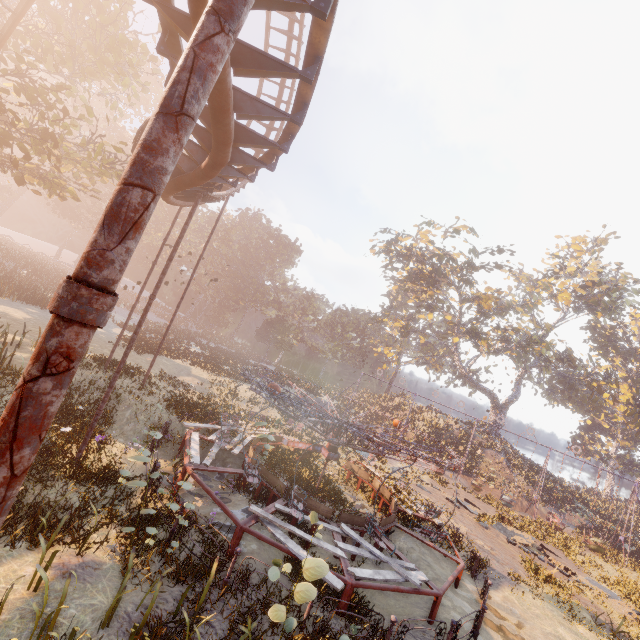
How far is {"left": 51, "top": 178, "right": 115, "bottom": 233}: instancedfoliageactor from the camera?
48.91m

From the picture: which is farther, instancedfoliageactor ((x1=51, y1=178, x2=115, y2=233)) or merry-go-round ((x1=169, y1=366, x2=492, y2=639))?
instancedfoliageactor ((x1=51, y1=178, x2=115, y2=233))

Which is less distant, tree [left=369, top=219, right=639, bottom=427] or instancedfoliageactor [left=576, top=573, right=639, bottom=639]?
instancedfoliageactor [left=576, top=573, right=639, bottom=639]

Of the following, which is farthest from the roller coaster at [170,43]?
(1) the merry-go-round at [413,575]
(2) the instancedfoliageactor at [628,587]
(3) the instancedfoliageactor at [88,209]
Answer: (2) the instancedfoliageactor at [628,587]

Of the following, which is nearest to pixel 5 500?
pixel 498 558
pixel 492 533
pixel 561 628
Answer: pixel 561 628

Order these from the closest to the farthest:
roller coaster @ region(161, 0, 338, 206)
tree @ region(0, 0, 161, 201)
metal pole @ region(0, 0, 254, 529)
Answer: metal pole @ region(0, 0, 254, 529), roller coaster @ region(161, 0, 338, 206), tree @ region(0, 0, 161, 201)

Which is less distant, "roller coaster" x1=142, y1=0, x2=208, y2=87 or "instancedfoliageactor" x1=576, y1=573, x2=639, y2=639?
"roller coaster" x1=142, y1=0, x2=208, y2=87

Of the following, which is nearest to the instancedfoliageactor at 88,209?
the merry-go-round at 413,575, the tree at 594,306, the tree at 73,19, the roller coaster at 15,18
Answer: the merry-go-round at 413,575
